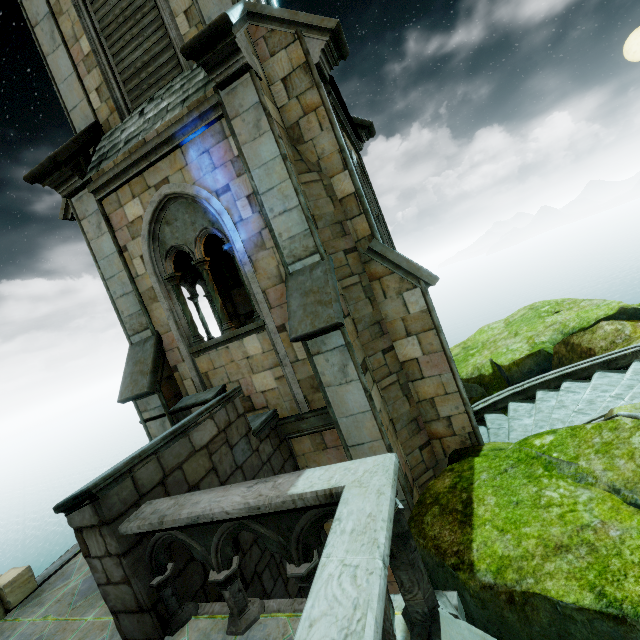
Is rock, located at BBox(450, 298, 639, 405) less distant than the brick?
No

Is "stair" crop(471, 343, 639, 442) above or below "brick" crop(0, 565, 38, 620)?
below

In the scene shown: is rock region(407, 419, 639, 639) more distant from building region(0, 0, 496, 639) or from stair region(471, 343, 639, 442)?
stair region(471, 343, 639, 442)

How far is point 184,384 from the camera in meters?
7.0 m

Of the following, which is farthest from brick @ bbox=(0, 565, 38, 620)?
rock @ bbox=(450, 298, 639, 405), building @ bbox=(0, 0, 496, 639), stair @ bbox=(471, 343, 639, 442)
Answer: stair @ bbox=(471, 343, 639, 442)

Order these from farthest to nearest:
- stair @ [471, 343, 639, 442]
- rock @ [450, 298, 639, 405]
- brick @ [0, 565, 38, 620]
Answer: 1. rock @ [450, 298, 639, 405]
2. stair @ [471, 343, 639, 442]
3. brick @ [0, 565, 38, 620]

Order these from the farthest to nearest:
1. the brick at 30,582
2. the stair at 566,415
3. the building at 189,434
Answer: the stair at 566,415, the brick at 30,582, the building at 189,434

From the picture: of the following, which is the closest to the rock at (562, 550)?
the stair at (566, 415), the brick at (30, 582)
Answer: the stair at (566, 415)
